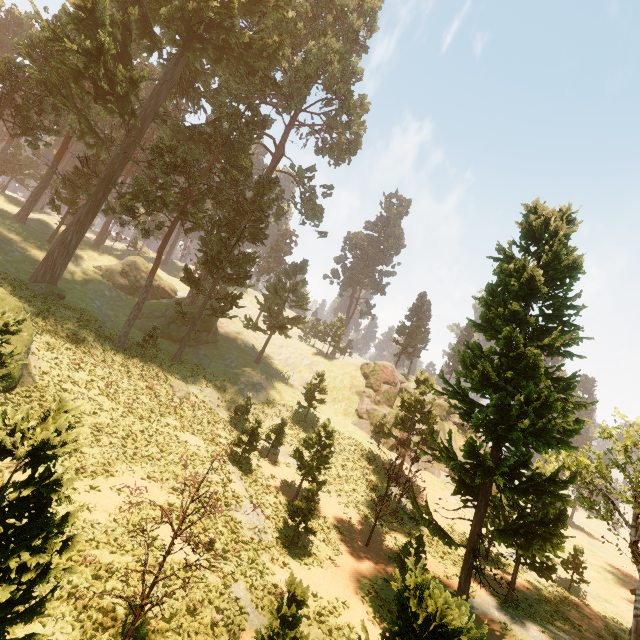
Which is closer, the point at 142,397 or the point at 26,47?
the point at 142,397

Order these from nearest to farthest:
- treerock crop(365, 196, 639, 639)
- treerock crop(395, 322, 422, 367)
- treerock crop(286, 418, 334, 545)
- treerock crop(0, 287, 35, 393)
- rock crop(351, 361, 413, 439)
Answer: treerock crop(0, 287, 35, 393) → treerock crop(365, 196, 639, 639) → treerock crop(286, 418, 334, 545) → rock crop(351, 361, 413, 439) → treerock crop(395, 322, 422, 367)

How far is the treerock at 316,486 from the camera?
18.5m

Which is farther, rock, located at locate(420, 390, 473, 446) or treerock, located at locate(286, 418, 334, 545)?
rock, located at locate(420, 390, 473, 446)

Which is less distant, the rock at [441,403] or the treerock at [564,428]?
the treerock at [564,428]

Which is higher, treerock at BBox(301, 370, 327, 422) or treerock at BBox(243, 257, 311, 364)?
treerock at BBox(243, 257, 311, 364)

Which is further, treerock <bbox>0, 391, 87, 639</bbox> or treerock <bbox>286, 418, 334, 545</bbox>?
treerock <bbox>286, 418, 334, 545</bbox>
